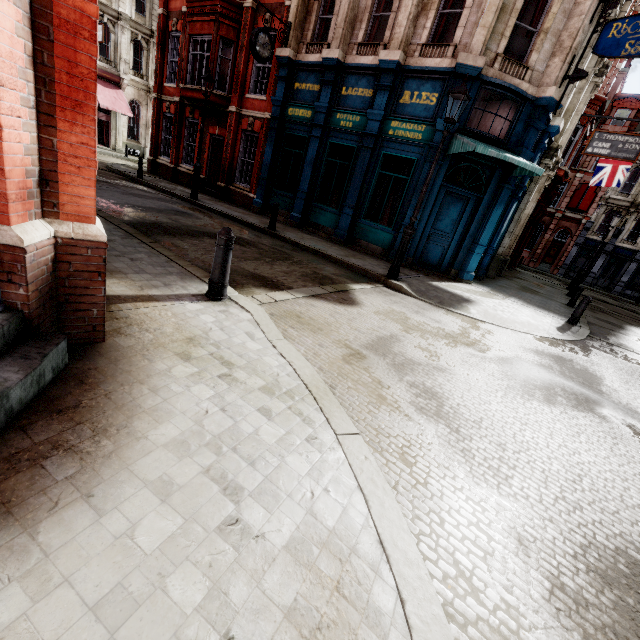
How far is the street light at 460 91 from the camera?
7.2 meters

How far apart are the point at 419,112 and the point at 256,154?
7.9 meters

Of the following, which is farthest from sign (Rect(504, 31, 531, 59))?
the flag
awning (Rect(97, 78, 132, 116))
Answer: awning (Rect(97, 78, 132, 116))

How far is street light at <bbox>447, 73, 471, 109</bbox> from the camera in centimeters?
720cm

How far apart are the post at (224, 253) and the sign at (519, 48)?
11.13m

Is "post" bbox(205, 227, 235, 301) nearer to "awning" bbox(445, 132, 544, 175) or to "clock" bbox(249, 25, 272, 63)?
"awning" bbox(445, 132, 544, 175)

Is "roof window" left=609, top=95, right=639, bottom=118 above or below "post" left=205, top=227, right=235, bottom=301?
above

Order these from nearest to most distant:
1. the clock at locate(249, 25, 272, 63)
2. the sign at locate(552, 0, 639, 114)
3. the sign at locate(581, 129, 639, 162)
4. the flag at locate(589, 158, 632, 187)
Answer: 1. the sign at locate(552, 0, 639, 114)
2. the clock at locate(249, 25, 272, 63)
3. the sign at locate(581, 129, 639, 162)
4. the flag at locate(589, 158, 632, 187)
